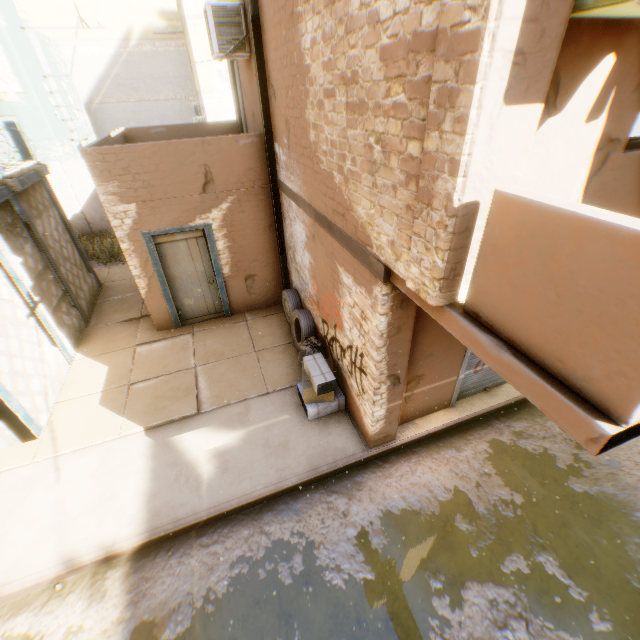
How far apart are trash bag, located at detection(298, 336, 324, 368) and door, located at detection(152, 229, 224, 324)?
0.6 meters

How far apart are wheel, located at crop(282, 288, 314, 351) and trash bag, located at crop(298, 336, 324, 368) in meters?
0.0

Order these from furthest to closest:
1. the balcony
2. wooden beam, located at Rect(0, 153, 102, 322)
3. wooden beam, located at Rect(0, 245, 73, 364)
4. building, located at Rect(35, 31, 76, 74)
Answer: building, located at Rect(35, 31, 76, 74)
wooden beam, located at Rect(0, 153, 102, 322)
wooden beam, located at Rect(0, 245, 73, 364)
the balcony

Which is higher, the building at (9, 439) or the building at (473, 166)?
the building at (473, 166)

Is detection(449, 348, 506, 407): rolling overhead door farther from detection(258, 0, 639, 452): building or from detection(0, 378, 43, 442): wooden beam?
detection(0, 378, 43, 442): wooden beam

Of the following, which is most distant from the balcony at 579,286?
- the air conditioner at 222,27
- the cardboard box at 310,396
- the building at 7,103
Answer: the air conditioner at 222,27

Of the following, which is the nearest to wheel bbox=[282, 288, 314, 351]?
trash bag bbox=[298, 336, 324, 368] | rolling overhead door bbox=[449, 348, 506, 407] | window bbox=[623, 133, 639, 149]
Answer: trash bag bbox=[298, 336, 324, 368]

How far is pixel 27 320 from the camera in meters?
6.3 m
